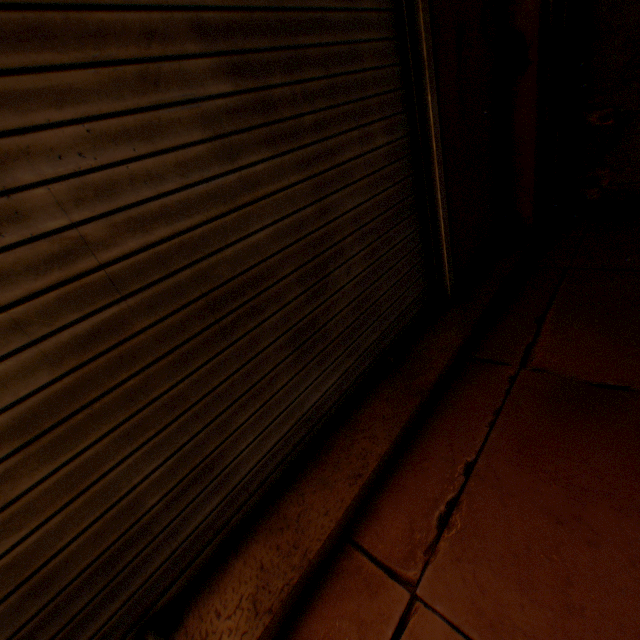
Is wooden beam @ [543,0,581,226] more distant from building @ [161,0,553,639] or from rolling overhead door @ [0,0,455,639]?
rolling overhead door @ [0,0,455,639]

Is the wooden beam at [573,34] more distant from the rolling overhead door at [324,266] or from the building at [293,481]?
the rolling overhead door at [324,266]

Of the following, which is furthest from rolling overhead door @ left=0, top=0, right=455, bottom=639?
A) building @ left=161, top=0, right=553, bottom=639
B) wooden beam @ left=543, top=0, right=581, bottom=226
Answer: wooden beam @ left=543, top=0, right=581, bottom=226

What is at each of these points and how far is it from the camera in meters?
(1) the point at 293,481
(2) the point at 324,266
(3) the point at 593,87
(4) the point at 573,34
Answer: (1) building, 1.5 m
(2) rolling overhead door, 1.6 m
(3) building, 3.0 m
(4) wooden beam, 2.8 m

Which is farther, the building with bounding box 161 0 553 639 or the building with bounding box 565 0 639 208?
the building with bounding box 565 0 639 208

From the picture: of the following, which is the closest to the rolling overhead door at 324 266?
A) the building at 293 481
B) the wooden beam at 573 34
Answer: the building at 293 481

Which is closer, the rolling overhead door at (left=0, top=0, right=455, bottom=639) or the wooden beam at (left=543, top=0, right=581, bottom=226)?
the rolling overhead door at (left=0, top=0, right=455, bottom=639)
